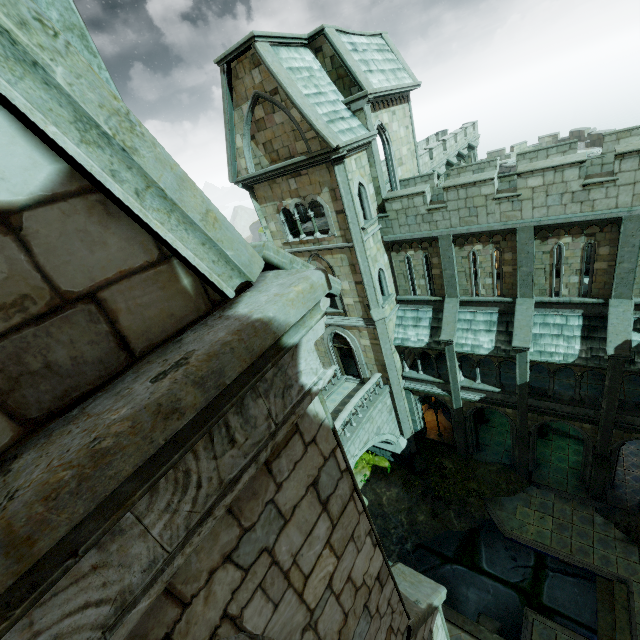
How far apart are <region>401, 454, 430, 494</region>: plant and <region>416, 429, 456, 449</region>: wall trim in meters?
0.8

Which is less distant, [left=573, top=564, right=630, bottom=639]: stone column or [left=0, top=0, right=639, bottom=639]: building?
[left=0, top=0, right=639, bottom=639]: building

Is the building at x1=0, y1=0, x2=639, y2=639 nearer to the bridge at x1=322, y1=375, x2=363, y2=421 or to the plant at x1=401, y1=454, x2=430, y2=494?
the bridge at x1=322, y1=375, x2=363, y2=421

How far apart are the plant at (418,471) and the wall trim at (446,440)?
0.81m

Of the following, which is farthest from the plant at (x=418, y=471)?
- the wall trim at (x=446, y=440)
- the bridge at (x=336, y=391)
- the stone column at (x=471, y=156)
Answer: the stone column at (x=471, y=156)

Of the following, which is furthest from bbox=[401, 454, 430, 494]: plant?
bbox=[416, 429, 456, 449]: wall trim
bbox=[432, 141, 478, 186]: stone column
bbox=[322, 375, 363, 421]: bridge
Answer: bbox=[432, 141, 478, 186]: stone column

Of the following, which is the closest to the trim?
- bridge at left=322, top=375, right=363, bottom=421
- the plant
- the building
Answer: the plant

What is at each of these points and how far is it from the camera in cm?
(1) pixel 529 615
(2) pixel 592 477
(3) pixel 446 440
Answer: (1) trim, 1379
(2) building, 1585
(3) wall trim, 2117
